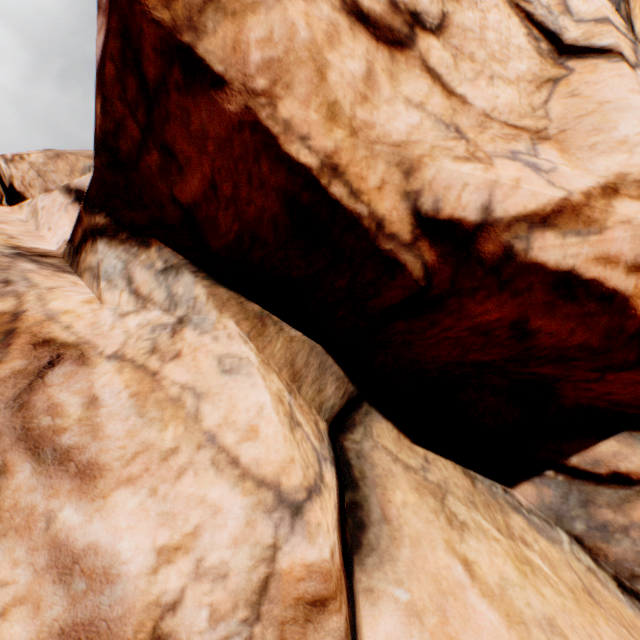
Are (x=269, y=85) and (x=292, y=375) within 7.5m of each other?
yes
